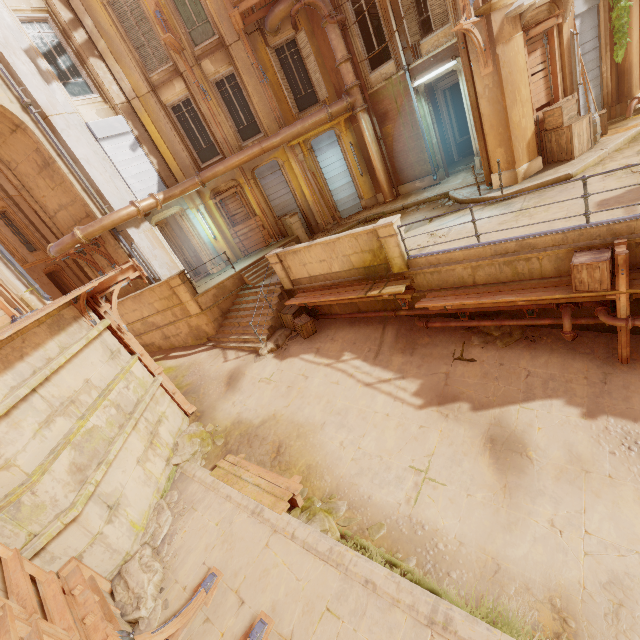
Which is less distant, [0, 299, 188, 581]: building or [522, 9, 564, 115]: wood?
[0, 299, 188, 581]: building

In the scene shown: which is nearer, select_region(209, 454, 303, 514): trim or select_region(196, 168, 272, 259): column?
select_region(209, 454, 303, 514): trim

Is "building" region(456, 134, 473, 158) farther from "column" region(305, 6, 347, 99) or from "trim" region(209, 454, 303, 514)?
"trim" region(209, 454, 303, 514)

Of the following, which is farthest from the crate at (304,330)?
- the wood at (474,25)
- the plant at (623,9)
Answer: the plant at (623,9)

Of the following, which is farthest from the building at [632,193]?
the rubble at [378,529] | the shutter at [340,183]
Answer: the rubble at [378,529]

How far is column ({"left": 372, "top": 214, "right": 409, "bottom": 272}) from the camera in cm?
857

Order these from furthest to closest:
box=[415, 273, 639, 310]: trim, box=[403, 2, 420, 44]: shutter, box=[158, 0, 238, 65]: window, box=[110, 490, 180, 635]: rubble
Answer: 1. box=[158, 0, 238, 65]: window
2. box=[403, 2, 420, 44]: shutter
3. box=[415, 273, 639, 310]: trim
4. box=[110, 490, 180, 635]: rubble

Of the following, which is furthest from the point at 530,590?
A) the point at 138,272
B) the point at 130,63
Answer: the point at 130,63
